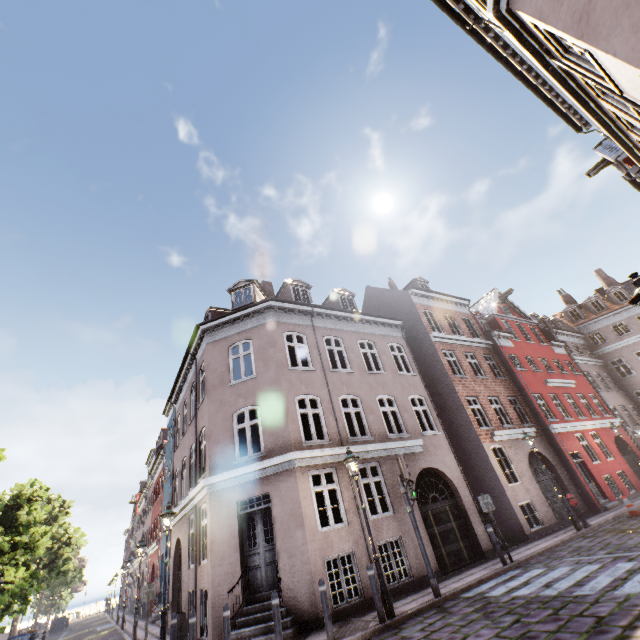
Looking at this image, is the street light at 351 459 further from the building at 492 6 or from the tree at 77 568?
the tree at 77 568

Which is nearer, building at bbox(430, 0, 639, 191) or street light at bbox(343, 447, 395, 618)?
building at bbox(430, 0, 639, 191)

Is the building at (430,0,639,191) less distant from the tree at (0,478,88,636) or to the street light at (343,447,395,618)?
the street light at (343,447,395,618)

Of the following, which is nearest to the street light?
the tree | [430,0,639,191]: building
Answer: [430,0,639,191]: building

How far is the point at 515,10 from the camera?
6.6 meters

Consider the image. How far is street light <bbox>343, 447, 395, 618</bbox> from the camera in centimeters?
776cm
